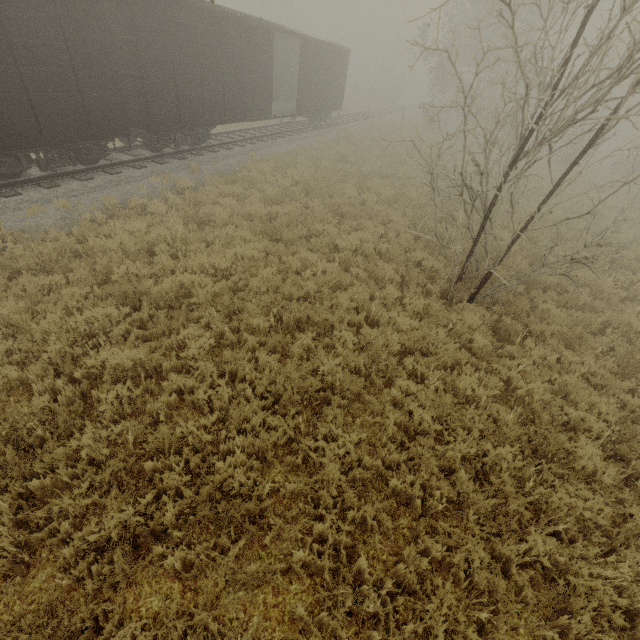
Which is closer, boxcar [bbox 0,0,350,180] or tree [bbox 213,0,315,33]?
boxcar [bbox 0,0,350,180]

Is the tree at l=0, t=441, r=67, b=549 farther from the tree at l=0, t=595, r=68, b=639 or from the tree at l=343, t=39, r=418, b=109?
the tree at l=343, t=39, r=418, b=109

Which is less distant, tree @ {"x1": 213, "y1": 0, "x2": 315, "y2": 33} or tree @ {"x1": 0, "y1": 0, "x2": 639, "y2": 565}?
tree @ {"x1": 0, "y1": 0, "x2": 639, "y2": 565}

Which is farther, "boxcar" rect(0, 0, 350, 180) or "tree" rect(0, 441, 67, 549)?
"boxcar" rect(0, 0, 350, 180)

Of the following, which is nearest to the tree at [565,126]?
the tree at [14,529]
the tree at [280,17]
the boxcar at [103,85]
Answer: the tree at [14,529]

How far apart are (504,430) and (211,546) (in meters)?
4.19

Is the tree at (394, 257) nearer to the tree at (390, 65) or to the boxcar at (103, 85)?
the boxcar at (103, 85)

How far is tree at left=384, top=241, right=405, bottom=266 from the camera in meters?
9.0 m
